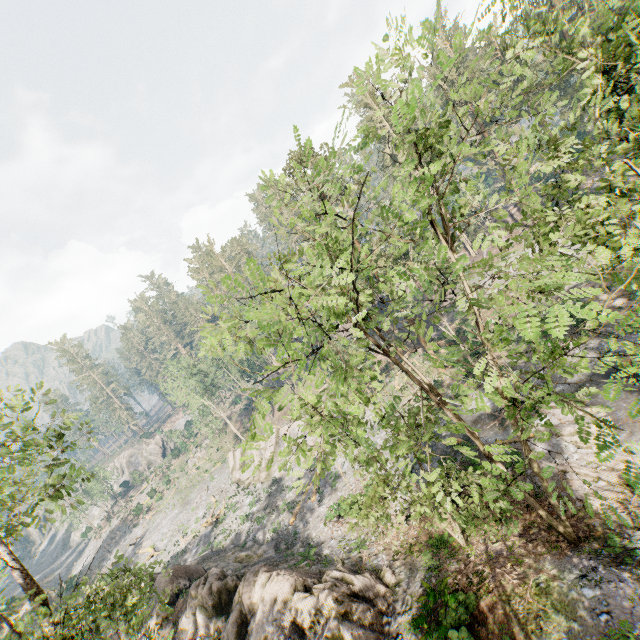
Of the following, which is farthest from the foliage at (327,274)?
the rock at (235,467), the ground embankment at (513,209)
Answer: the rock at (235,467)

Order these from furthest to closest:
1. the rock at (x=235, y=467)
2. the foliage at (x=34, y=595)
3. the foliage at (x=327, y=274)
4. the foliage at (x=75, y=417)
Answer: the rock at (x=235, y=467)
the foliage at (x=75, y=417)
the foliage at (x=34, y=595)
the foliage at (x=327, y=274)

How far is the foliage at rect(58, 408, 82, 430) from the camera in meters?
14.0

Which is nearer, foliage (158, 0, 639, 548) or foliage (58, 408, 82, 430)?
foliage (158, 0, 639, 548)

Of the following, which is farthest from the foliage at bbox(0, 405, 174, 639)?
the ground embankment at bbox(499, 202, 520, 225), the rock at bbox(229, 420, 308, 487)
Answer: the rock at bbox(229, 420, 308, 487)

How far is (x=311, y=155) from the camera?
8.4m

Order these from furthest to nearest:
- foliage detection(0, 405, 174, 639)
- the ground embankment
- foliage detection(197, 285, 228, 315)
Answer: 1. the ground embankment
2. foliage detection(0, 405, 174, 639)
3. foliage detection(197, 285, 228, 315)
